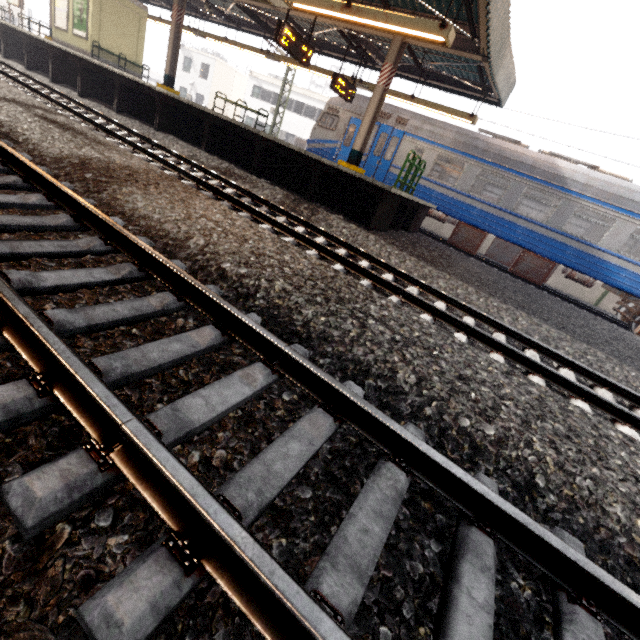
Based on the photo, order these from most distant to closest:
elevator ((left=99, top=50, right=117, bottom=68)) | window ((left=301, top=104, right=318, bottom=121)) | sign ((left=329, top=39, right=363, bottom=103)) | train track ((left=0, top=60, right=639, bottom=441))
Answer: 1. window ((left=301, top=104, right=318, bottom=121))
2. elevator ((left=99, top=50, right=117, bottom=68))
3. sign ((left=329, top=39, right=363, bottom=103))
4. train track ((left=0, top=60, right=639, bottom=441))

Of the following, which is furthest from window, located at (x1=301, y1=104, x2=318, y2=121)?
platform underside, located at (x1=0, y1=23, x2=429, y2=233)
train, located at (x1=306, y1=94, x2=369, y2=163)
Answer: platform underside, located at (x1=0, y1=23, x2=429, y2=233)

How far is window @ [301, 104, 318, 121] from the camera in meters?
31.6

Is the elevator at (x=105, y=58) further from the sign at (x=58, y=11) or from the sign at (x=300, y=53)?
the sign at (x=300, y=53)

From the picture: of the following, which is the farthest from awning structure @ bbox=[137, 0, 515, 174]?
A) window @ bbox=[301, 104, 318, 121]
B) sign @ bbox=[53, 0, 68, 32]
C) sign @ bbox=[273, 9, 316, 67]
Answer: window @ bbox=[301, 104, 318, 121]

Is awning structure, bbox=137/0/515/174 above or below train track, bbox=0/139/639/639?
above

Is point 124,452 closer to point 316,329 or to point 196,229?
point 316,329

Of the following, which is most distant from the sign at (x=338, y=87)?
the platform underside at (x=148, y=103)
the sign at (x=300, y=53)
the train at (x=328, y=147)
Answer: the platform underside at (x=148, y=103)
